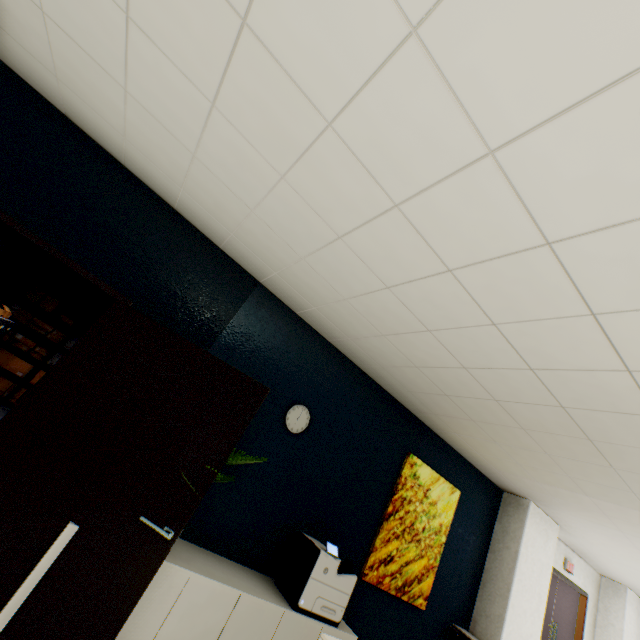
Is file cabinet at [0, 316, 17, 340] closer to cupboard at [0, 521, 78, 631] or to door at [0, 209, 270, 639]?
door at [0, 209, 270, 639]

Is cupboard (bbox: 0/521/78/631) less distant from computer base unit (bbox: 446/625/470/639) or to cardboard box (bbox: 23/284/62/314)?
computer base unit (bbox: 446/625/470/639)

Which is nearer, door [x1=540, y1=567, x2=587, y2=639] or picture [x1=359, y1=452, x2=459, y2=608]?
picture [x1=359, y1=452, x2=459, y2=608]

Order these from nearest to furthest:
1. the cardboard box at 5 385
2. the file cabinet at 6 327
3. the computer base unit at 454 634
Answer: the computer base unit at 454 634
the file cabinet at 6 327
the cardboard box at 5 385

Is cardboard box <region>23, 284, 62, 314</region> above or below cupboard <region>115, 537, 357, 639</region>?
above

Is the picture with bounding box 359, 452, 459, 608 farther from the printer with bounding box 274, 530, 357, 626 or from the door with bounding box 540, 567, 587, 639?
the door with bounding box 540, 567, 587, 639

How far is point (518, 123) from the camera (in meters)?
1.12

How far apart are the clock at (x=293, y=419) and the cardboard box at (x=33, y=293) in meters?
6.4
